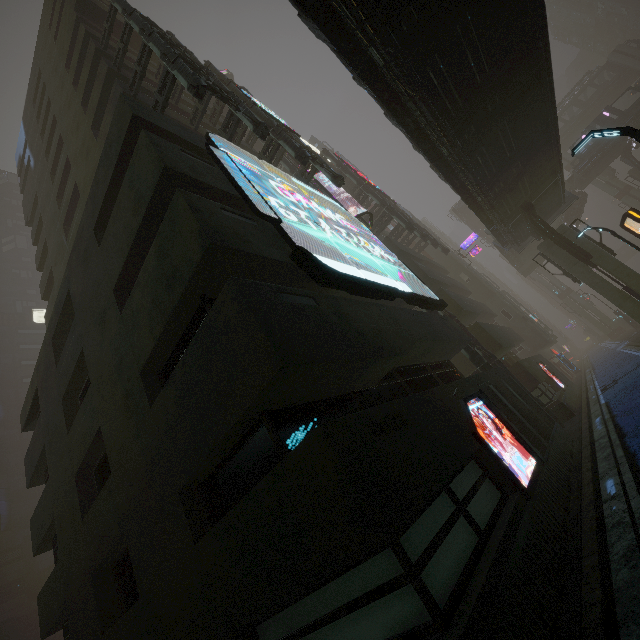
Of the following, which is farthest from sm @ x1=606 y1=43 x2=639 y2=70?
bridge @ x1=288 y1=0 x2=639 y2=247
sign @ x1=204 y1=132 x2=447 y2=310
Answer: sign @ x1=204 y1=132 x2=447 y2=310

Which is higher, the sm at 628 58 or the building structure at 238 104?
the sm at 628 58

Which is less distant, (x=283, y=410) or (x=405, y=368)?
(x=283, y=410)

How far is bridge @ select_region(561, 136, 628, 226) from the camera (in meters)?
38.72

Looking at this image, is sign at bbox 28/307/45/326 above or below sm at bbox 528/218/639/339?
above

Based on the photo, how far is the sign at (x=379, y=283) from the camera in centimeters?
834cm

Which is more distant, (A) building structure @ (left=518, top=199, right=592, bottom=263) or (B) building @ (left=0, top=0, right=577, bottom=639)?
(A) building structure @ (left=518, top=199, right=592, bottom=263)

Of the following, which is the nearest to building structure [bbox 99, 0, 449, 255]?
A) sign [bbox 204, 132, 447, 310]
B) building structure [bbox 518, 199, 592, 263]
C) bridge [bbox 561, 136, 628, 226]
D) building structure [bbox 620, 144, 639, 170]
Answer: sign [bbox 204, 132, 447, 310]
